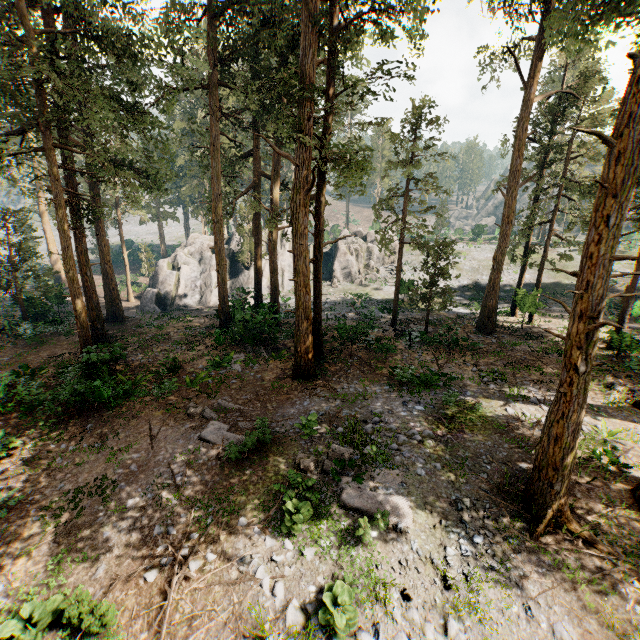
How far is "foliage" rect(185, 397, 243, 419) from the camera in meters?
13.3 m

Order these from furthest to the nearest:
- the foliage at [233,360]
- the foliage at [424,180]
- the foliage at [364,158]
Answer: the foliage at [424,180] → the foliage at [233,360] → the foliage at [364,158]

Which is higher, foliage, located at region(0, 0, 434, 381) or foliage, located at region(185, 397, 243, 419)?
foliage, located at region(0, 0, 434, 381)

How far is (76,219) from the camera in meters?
17.8

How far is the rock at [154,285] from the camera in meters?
34.2

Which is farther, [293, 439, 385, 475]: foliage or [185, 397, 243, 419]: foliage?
[185, 397, 243, 419]: foliage
